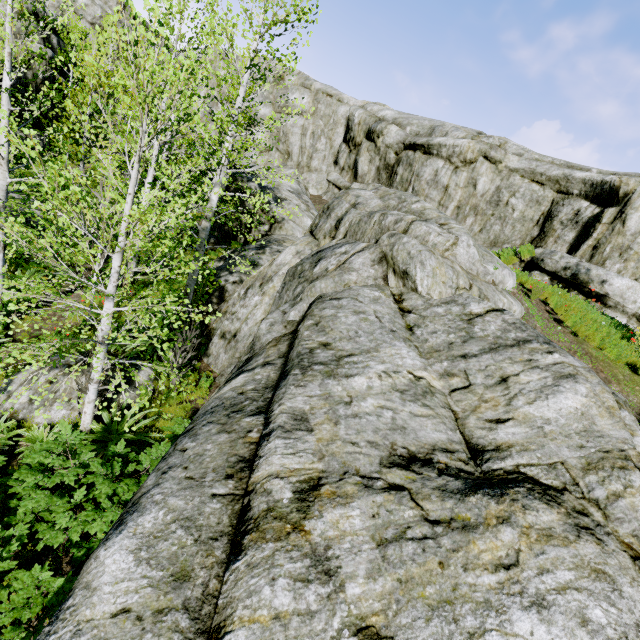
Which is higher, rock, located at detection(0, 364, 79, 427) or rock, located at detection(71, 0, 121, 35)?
rock, located at detection(71, 0, 121, 35)

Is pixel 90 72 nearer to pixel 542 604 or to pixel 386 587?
pixel 386 587

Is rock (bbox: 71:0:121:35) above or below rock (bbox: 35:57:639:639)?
above

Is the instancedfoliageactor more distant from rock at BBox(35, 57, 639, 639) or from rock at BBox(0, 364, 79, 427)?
rock at BBox(0, 364, 79, 427)

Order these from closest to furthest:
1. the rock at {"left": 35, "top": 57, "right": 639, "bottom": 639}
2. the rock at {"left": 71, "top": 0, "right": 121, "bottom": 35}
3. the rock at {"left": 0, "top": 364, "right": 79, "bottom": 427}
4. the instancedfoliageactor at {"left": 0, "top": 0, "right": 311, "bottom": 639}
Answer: the rock at {"left": 35, "top": 57, "right": 639, "bottom": 639}
the instancedfoliageactor at {"left": 0, "top": 0, "right": 311, "bottom": 639}
the rock at {"left": 0, "top": 364, "right": 79, "bottom": 427}
the rock at {"left": 71, "top": 0, "right": 121, "bottom": 35}

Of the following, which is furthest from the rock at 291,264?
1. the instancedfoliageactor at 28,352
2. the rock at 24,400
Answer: the rock at 24,400
